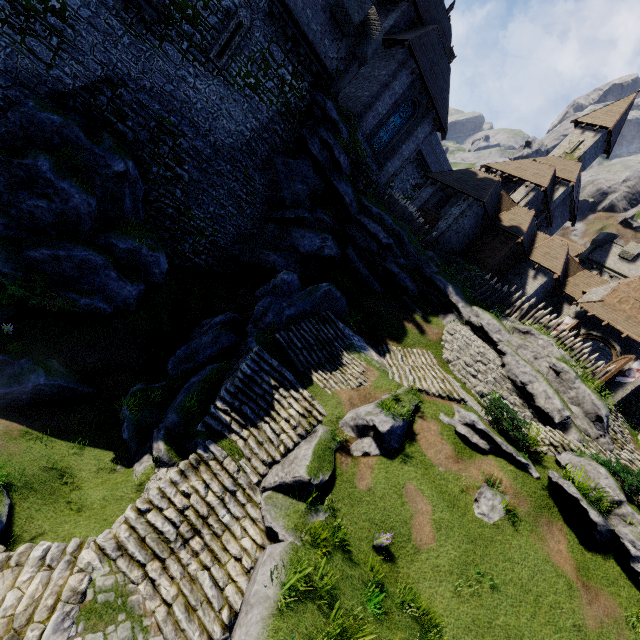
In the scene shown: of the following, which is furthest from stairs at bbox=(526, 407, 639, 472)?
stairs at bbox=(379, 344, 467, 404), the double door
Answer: the double door

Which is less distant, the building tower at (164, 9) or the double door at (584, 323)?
the building tower at (164, 9)

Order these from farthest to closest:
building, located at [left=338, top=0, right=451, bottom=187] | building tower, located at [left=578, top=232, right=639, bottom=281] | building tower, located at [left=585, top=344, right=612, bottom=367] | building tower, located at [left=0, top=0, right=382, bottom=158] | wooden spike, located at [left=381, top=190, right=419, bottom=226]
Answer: building tower, located at [left=578, top=232, right=639, bottom=281]
building tower, located at [left=585, top=344, right=612, bottom=367]
wooden spike, located at [left=381, top=190, right=419, bottom=226]
building, located at [left=338, top=0, right=451, bottom=187]
building tower, located at [left=0, top=0, right=382, bottom=158]

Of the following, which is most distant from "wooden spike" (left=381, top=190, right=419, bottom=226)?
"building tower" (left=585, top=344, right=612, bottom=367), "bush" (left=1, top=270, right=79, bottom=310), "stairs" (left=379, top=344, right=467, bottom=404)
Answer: "building tower" (left=585, top=344, right=612, bottom=367)

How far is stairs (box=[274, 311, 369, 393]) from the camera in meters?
14.8 m

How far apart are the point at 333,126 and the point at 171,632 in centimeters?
2213cm

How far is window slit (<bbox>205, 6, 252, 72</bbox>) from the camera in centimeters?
1481cm

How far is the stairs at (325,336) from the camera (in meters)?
14.79
